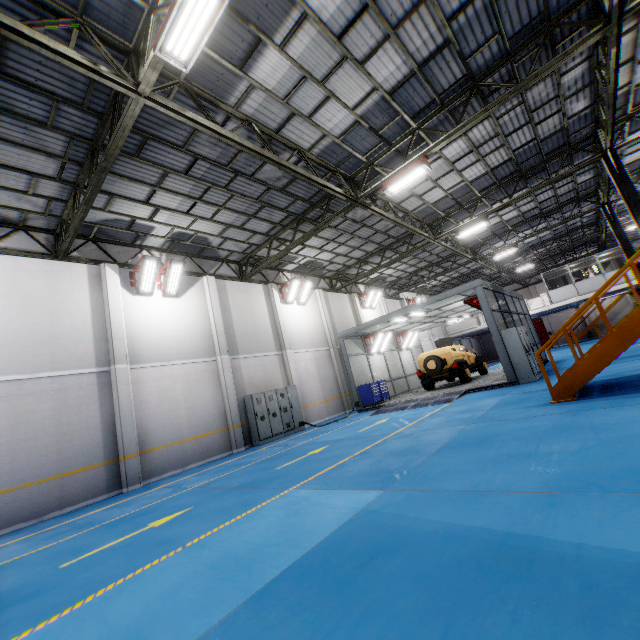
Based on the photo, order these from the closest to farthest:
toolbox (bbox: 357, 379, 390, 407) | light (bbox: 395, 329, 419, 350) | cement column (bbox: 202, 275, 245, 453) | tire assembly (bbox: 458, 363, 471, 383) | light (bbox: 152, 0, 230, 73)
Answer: light (bbox: 152, 0, 230, 73)
cement column (bbox: 202, 275, 245, 453)
tire assembly (bbox: 458, 363, 471, 383)
toolbox (bbox: 357, 379, 390, 407)
light (bbox: 395, 329, 419, 350)

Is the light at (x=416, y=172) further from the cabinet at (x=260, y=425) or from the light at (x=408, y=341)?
the light at (x=408, y=341)

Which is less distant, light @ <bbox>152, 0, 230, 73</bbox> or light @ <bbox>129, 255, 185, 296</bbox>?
light @ <bbox>152, 0, 230, 73</bbox>

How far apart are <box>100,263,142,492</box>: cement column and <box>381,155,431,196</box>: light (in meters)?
10.21

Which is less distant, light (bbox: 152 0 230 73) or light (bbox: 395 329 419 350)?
light (bbox: 152 0 230 73)

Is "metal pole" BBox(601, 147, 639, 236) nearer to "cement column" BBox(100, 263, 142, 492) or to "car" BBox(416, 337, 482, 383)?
"car" BBox(416, 337, 482, 383)

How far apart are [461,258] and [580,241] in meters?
9.4

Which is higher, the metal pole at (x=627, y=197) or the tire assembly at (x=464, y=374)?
the metal pole at (x=627, y=197)
